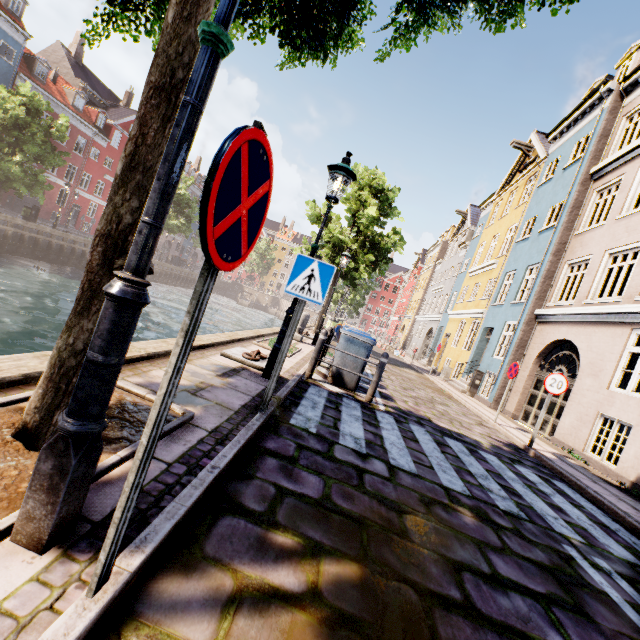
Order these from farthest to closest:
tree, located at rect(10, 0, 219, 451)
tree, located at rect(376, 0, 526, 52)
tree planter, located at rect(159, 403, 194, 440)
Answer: tree, located at rect(376, 0, 526, 52) → tree planter, located at rect(159, 403, 194, 440) → tree, located at rect(10, 0, 219, 451)

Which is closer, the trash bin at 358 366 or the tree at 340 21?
the tree at 340 21

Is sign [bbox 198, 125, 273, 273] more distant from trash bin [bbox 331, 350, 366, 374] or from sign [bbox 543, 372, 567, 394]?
sign [bbox 543, 372, 567, 394]

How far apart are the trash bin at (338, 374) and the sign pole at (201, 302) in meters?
6.1 m

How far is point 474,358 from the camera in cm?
1677

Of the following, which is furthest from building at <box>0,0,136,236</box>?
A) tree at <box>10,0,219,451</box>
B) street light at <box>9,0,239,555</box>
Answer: street light at <box>9,0,239,555</box>

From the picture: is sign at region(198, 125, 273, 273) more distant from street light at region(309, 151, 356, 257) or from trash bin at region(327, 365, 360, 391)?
trash bin at region(327, 365, 360, 391)

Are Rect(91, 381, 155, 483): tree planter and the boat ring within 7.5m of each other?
yes
